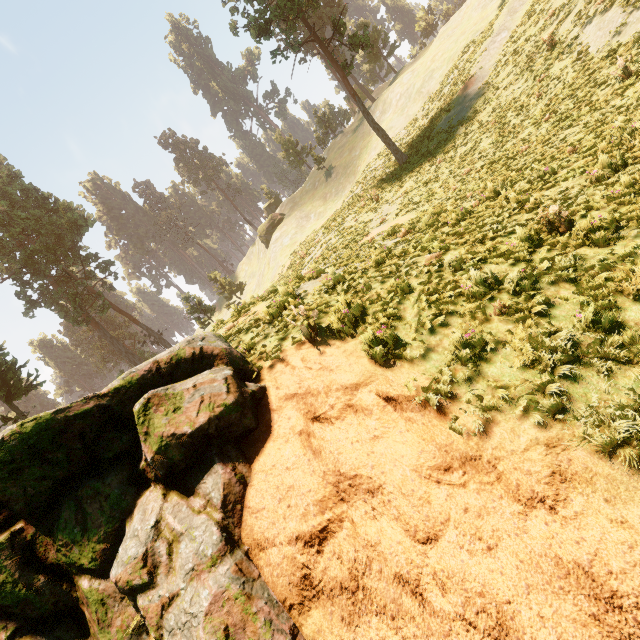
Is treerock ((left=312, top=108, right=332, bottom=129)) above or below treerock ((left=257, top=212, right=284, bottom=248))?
above

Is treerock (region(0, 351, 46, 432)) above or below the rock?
above

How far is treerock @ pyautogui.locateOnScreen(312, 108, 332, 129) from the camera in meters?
57.6 m

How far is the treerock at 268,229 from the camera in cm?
5319

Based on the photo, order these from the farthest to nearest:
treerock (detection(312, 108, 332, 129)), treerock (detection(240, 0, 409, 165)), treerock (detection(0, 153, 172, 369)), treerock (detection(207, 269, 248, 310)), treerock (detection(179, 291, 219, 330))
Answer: treerock (detection(312, 108, 332, 129)) < treerock (detection(207, 269, 248, 310)) < treerock (detection(179, 291, 219, 330)) < treerock (detection(0, 153, 172, 369)) < treerock (detection(240, 0, 409, 165))

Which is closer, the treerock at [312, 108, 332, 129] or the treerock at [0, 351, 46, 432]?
the treerock at [0, 351, 46, 432]

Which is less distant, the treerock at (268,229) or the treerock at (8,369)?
the treerock at (8,369)

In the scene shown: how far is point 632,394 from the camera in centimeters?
386cm
